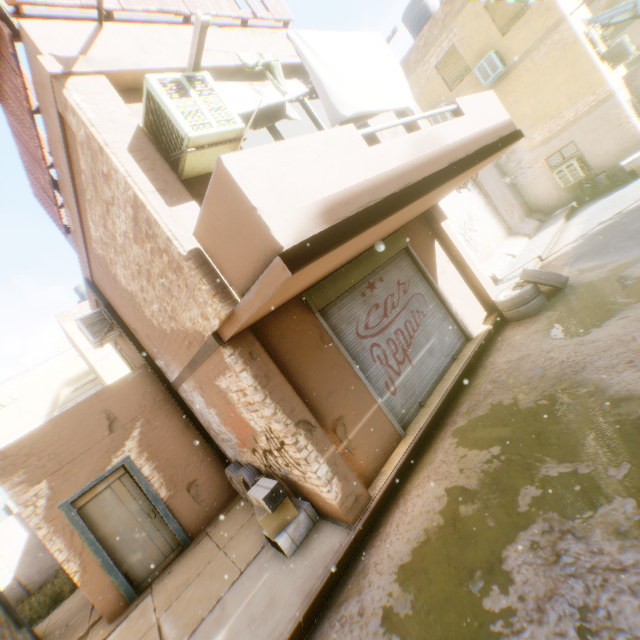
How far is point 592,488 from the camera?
3.2 meters

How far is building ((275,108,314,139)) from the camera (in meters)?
7.06

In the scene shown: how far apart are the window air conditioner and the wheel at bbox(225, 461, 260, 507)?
15.6 meters

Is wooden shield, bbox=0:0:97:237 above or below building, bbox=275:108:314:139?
above

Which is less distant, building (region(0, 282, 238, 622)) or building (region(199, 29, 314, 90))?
building (region(199, 29, 314, 90))

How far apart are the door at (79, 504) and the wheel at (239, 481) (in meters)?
0.39

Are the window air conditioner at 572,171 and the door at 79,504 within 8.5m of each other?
no

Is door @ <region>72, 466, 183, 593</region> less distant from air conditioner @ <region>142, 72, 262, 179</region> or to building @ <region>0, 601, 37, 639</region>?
building @ <region>0, 601, 37, 639</region>
